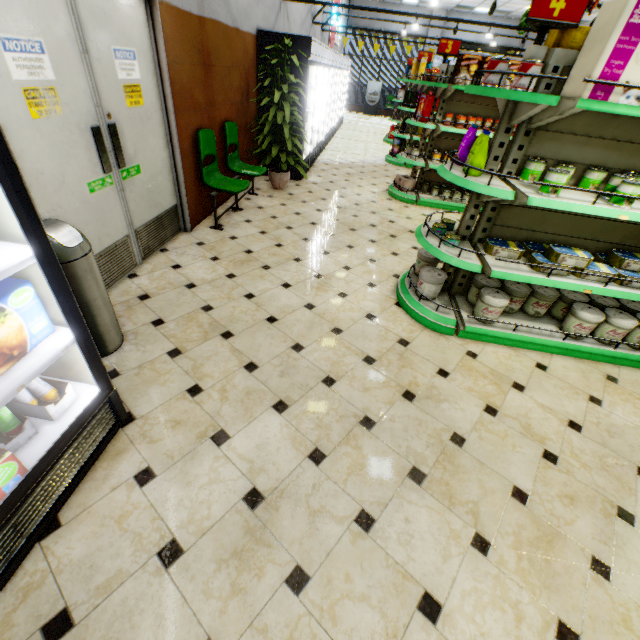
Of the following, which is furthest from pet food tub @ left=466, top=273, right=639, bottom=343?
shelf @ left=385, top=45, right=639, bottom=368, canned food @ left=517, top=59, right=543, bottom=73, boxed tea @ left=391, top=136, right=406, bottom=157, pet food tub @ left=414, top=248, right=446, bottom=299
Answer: boxed tea @ left=391, top=136, right=406, bottom=157

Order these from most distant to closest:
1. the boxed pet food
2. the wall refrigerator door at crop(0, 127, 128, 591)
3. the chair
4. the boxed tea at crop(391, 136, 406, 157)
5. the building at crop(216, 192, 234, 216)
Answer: the boxed tea at crop(391, 136, 406, 157)
the building at crop(216, 192, 234, 216)
the chair
the boxed pet food
the wall refrigerator door at crop(0, 127, 128, 591)

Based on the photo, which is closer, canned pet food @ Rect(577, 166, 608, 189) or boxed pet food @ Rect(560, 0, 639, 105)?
boxed pet food @ Rect(560, 0, 639, 105)

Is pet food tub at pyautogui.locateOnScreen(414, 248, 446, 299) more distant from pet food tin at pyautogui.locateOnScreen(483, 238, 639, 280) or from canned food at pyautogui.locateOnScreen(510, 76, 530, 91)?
canned food at pyautogui.locateOnScreen(510, 76, 530, 91)

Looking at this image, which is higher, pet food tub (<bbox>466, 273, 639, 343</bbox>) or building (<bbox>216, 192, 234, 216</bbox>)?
pet food tub (<bbox>466, 273, 639, 343</bbox>)

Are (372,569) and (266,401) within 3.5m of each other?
yes

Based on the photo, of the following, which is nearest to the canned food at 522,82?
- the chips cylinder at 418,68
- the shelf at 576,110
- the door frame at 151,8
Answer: the shelf at 576,110

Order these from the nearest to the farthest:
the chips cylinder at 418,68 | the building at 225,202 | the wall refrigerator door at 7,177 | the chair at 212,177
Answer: the wall refrigerator door at 7,177 → the chair at 212,177 → the building at 225,202 → the chips cylinder at 418,68
